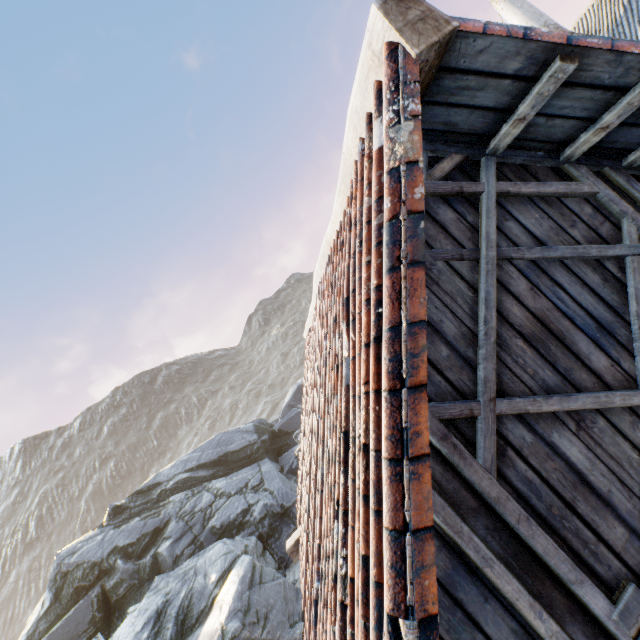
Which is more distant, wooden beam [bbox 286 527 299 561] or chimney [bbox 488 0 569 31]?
chimney [bbox 488 0 569 31]

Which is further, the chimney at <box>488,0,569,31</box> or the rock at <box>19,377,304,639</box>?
the chimney at <box>488,0,569,31</box>

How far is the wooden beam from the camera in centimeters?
555cm

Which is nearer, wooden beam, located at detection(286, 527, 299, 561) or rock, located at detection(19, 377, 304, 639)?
wooden beam, located at detection(286, 527, 299, 561)

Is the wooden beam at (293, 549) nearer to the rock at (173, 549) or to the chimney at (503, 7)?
the rock at (173, 549)

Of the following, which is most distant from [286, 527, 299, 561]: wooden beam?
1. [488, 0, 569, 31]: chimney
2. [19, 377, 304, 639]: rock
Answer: [488, 0, 569, 31]: chimney

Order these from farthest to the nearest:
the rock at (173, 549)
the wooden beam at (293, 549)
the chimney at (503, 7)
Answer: the chimney at (503, 7) → the rock at (173, 549) → the wooden beam at (293, 549)

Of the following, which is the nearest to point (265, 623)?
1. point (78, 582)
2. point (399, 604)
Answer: point (399, 604)
